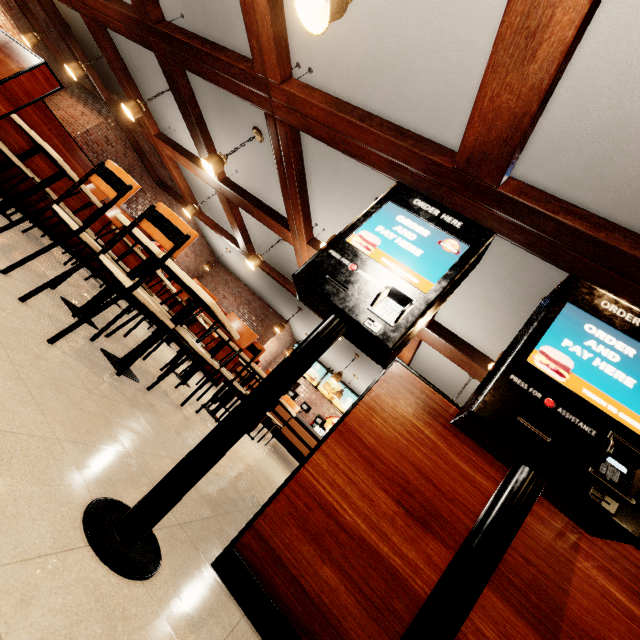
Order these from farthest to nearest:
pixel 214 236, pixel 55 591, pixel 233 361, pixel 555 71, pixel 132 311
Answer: pixel 214 236, pixel 233 361, pixel 132 311, pixel 555 71, pixel 55 591
